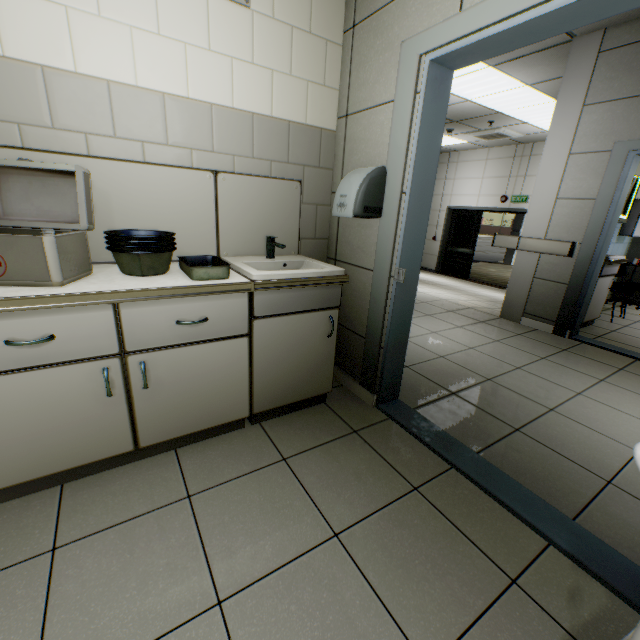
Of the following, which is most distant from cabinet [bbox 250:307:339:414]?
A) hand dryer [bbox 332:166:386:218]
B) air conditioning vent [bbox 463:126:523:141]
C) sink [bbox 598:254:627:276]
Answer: air conditioning vent [bbox 463:126:523:141]

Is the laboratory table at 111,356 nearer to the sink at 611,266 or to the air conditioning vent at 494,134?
the sink at 611,266

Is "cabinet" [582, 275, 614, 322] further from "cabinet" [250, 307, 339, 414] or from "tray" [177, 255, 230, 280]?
"tray" [177, 255, 230, 280]

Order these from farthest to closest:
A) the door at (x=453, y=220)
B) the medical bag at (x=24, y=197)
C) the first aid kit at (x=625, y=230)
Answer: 1. the door at (x=453, y=220)
2. the first aid kit at (x=625, y=230)
3. the medical bag at (x=24, y=197)

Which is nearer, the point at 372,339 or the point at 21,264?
the point at 21,264

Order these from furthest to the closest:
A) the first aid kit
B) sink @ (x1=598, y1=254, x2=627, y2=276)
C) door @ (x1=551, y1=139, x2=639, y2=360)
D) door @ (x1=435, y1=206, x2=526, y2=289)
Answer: door @ (x1=435, y1=206, x2=526, y2=289) < the first aid kit < sink @ (x1=598, y1=254, x2=627, y2=276) < door @ (x1=551, y1=139, x2=639, y2=360)

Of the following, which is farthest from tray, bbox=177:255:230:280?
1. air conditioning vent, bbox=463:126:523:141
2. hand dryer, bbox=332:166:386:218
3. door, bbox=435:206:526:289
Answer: door, bbox=435:206:526:289

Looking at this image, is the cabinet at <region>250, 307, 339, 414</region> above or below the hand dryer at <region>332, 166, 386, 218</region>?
below
